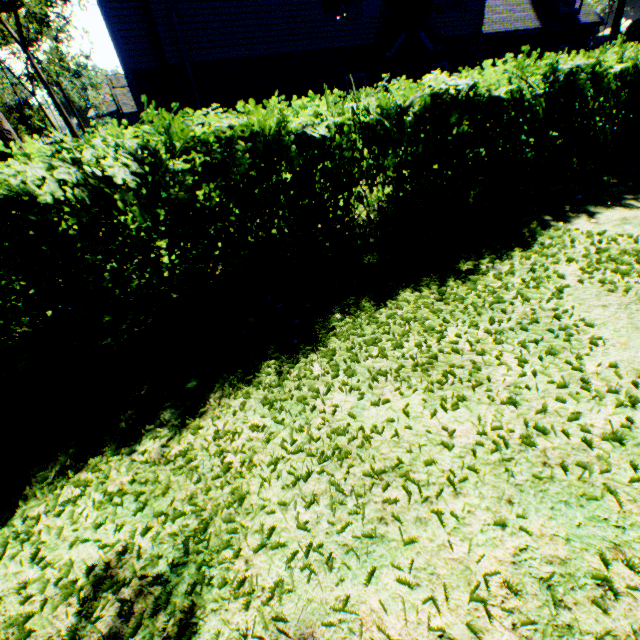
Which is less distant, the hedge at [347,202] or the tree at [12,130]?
the hedge at [347,202]

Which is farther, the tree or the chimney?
the tree

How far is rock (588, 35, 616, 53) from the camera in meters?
27.8

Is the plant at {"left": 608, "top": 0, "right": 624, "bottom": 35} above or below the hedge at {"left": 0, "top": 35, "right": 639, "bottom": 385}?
above

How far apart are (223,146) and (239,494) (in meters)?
4.11

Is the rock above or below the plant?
below

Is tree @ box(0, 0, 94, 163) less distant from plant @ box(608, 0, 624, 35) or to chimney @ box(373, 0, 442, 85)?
plant @ box(608, 0, 624, 35)

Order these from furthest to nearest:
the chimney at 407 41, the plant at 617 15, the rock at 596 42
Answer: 1. the plant at 617 15
2. the rock at 596 42
3. the chimney at 407 41
